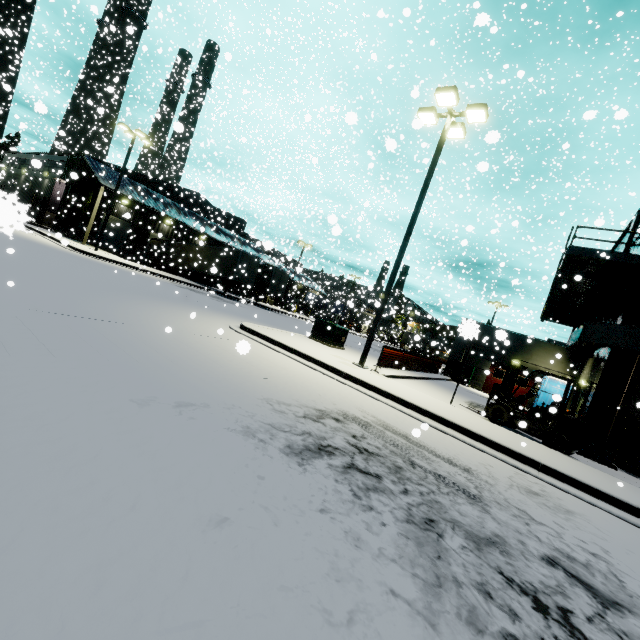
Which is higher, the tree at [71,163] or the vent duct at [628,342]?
the tree at [71,163]

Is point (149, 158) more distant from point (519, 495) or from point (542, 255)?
point (542, 255)

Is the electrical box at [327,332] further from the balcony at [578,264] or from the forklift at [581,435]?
the balcony at [578,264]

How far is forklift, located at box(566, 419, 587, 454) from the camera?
9.12m

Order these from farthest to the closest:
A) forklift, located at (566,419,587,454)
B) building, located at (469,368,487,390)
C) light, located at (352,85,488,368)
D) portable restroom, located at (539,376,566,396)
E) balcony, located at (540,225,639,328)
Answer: building, located at (469,368,487,390) → portable restroom, located at (539,376,566,396) → balcony, located at (540,225,639,328) → light, located at (352,85,488,368) → forklift, located at (566,419,587,454)

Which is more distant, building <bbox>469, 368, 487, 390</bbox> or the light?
building <bbox>469, 368, 487, 390</bbox>

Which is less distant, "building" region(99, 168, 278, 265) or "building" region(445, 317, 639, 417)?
"building" region(445, 317, 639, 417)

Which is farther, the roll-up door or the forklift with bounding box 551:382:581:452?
the roll-up door
